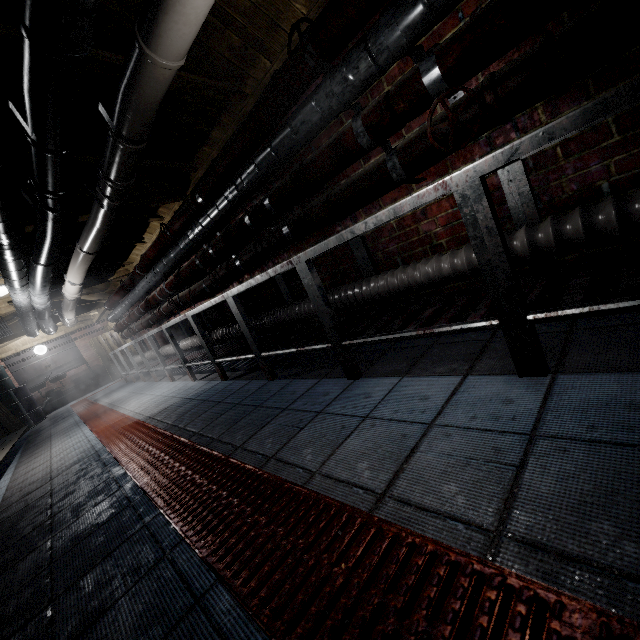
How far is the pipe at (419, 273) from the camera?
1.69m

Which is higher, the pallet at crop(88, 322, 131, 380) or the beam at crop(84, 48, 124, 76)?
the beam at crop(84, 48, 124, 76)

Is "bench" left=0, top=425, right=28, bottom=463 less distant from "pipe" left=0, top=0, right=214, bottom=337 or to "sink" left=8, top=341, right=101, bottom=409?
"pipe" left=0, top=0, right=214, bottom=337

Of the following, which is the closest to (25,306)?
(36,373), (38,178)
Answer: (38,178)

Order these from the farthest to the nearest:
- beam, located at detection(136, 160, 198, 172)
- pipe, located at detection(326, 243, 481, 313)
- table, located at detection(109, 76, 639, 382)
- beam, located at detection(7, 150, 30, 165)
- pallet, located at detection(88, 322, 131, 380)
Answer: pallet, located at detection(88, 322, 131, 380) → beam, located at detection(136, 160, 198, 172) → beam, located at detection(7, 150, 30, 165) → pipe, located at detection(326, 243, 481, 313) → table, located at detection(109, 76, 639, 382)

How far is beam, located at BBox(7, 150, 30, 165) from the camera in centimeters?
223cm

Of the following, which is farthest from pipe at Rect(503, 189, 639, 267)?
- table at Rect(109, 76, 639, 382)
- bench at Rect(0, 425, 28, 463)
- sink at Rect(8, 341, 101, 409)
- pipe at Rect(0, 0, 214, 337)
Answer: sink at Rect(8, 341, 101, 409)

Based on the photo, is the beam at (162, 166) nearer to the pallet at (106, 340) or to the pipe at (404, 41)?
the pipe at (404, 41)
